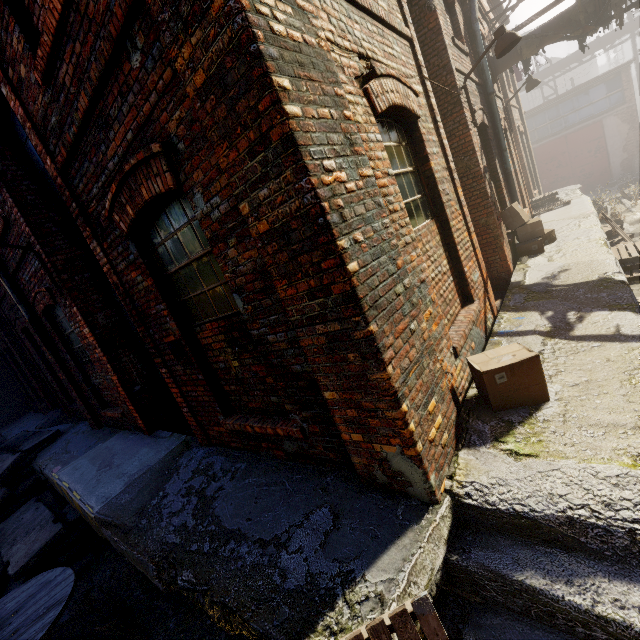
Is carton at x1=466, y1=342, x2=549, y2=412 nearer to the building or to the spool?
the building

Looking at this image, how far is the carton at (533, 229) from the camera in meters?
7.2

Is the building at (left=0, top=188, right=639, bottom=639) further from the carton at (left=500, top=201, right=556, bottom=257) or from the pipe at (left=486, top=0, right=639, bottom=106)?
the pipe at (left=486, top=0, right=639, bottom=106)

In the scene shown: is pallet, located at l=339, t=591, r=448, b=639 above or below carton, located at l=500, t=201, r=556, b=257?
below

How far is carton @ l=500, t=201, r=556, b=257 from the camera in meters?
7.2

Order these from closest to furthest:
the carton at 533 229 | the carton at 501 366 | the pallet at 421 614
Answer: the pallet at 421 614 < the carton at 501 366 < the carton at 533 229

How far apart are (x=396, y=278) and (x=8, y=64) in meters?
4.8 m

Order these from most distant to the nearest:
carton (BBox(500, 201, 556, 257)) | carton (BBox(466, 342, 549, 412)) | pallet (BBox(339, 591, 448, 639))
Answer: carton (BBox(500, 201, 556, 257)) → carton (BBox(466, 342, 549, 412)) → pallet (BBox(339, 591, 448, 639))
